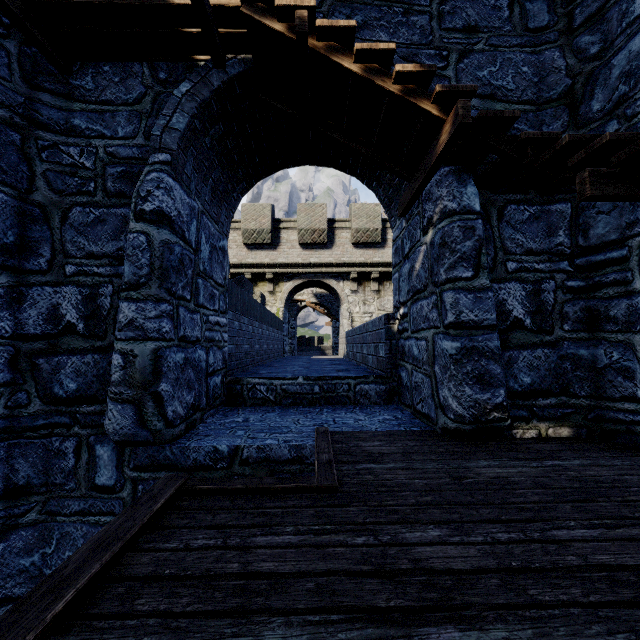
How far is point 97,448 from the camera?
3.2 meters
